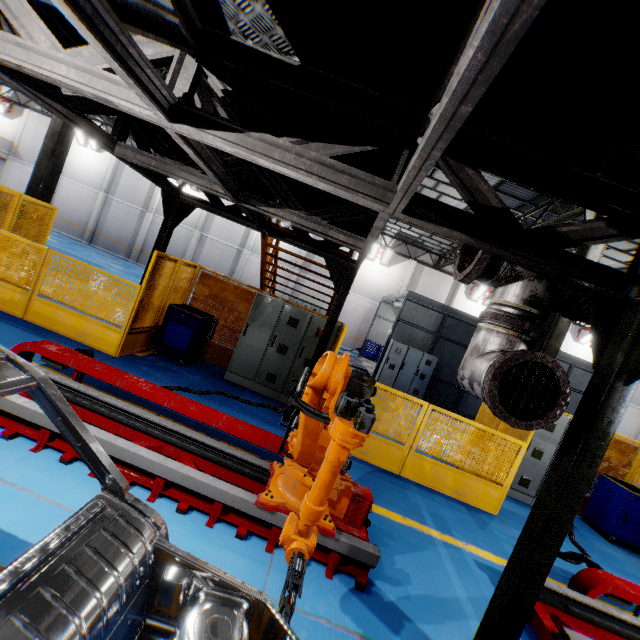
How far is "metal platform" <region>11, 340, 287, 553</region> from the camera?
3.3 meters

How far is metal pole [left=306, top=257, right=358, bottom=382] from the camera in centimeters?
645cm

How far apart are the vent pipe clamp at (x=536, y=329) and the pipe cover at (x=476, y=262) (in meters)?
0.36

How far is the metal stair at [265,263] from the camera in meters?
7.9

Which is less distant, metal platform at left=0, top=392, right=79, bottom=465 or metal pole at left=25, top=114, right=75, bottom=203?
metal platform at left=0, top=392, right=79, bottom=465

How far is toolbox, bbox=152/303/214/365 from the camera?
7.1m

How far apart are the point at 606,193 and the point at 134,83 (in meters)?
3.54

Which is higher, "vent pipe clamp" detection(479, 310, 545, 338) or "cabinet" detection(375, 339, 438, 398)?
"vent pipe clamp" detection(479, 310, 545, 338)
